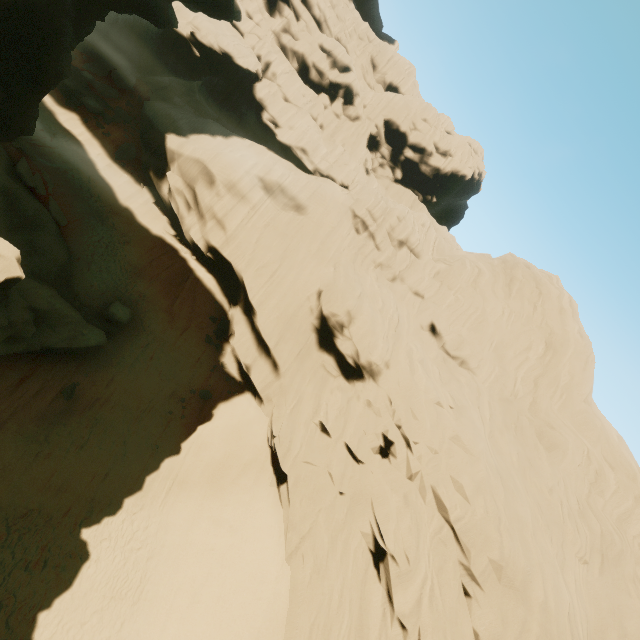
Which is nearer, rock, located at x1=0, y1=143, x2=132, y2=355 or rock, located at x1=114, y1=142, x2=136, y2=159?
rock, located at x1=0, y1=143, x2=132, y2=355

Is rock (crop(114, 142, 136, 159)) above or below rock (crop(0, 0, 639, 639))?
below

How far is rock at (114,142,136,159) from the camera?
25.6 meters

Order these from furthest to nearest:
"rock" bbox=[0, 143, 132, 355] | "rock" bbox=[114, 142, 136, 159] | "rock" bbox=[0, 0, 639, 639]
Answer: "rock" bbox=[114, 142, 136, 159] < "rock" bbox=[0, 0, 639, 639] < "rock" bbox=[0, 143, 132, 355]

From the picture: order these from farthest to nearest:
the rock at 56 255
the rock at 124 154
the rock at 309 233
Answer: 1. the rock at 124 154
2. the rock at 309 233
3. the rock at 56 255

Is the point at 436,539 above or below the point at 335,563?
above

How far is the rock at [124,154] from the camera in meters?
25.6 m
